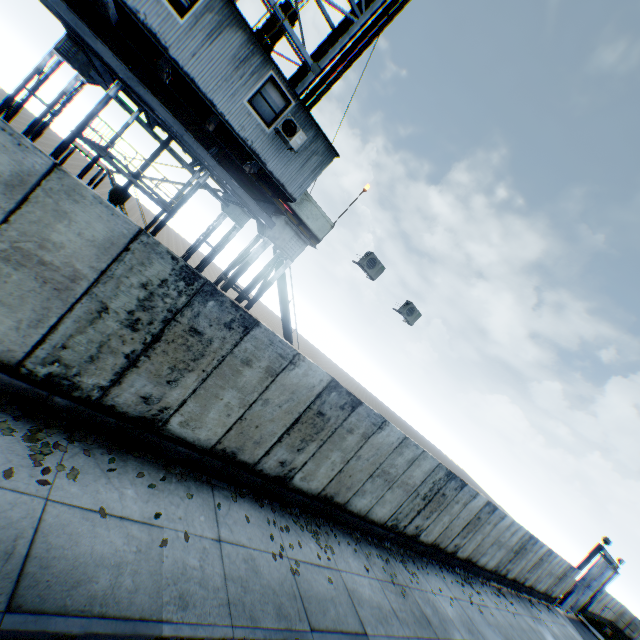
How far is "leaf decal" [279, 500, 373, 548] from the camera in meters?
8.3 m

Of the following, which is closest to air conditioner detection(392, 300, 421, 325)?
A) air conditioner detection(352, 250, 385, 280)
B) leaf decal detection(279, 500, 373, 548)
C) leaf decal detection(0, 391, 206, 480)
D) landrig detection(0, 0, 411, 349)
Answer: air conditioner detection(352, 250, 385, 280)

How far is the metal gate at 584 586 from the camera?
25.6 meters

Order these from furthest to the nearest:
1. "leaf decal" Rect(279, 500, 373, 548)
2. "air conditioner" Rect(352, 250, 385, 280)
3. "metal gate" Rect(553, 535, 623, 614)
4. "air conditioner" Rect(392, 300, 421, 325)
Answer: "metal gate" Rect(553, 535, 623, 614) → "air conditioner" Rect(392, 300, 421, 325) → "air conditioner" Rect(352, 250, 385, 280) → "leaf decal" Rect(279, 500, 373, 548)

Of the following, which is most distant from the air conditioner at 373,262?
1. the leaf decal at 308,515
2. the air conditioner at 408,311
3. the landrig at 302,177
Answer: the leaf decal at 308,515

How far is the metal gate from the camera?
25.6m

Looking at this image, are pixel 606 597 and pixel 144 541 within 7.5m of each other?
no

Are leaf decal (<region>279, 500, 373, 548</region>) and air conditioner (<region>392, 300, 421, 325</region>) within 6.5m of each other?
no
